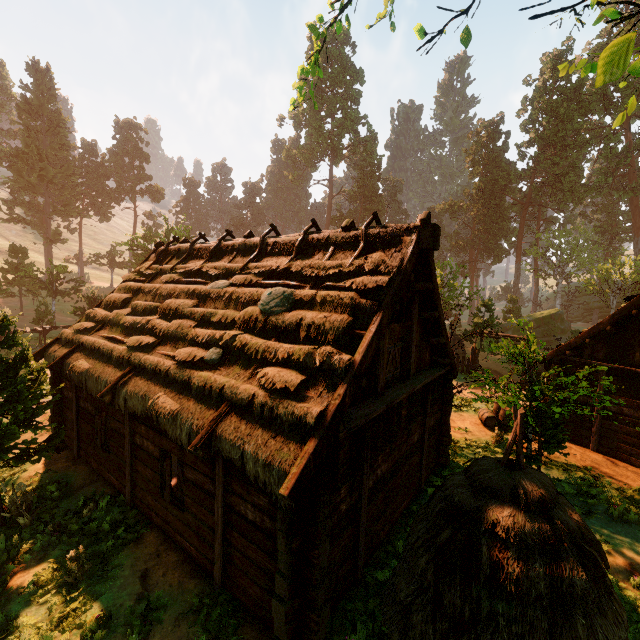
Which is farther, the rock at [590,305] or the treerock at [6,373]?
the rock at [590,305]

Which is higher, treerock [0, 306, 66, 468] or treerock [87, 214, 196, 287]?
A: treerock [87, 214, 196, 287]

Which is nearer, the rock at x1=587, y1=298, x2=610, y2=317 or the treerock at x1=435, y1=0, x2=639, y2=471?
the treerock at x1=435, y1=0, x2=639, y2=471

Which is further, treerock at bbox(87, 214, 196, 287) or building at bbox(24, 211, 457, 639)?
treerock at bbox(87, 214, 196, 287)

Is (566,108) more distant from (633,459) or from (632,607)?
(632,607)

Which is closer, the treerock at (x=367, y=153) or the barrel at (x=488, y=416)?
the barrel at (x=488, y=416)

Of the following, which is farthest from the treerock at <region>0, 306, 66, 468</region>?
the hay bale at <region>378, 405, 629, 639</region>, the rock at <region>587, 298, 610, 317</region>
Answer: the hay bale at <region>378, 405, 629, 639</region>

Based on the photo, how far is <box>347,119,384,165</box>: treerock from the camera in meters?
55.3
